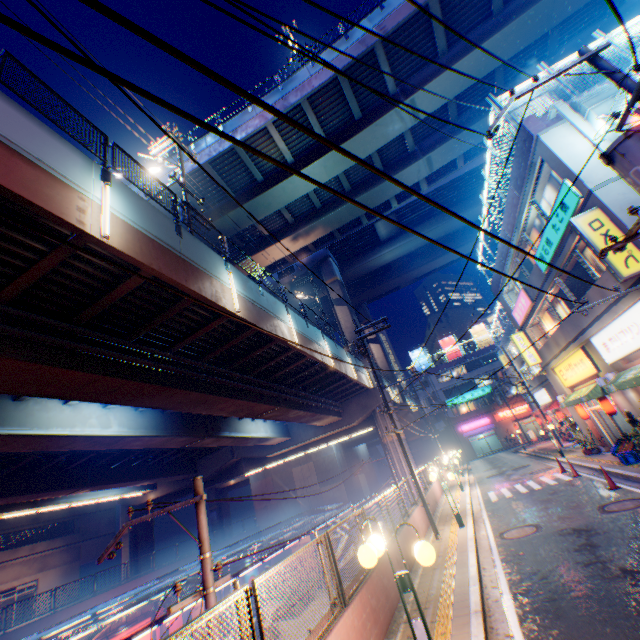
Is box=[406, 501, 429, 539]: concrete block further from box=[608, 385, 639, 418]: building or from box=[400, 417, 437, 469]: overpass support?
box=[608, 385, 639, 418]: building

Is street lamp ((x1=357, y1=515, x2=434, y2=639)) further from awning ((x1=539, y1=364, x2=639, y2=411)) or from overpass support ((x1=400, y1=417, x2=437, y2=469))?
awning ((x1=539, y1=364, x2=639, y2=411))

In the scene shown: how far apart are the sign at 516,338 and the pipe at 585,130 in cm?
1504

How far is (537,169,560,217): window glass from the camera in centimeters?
1297cm

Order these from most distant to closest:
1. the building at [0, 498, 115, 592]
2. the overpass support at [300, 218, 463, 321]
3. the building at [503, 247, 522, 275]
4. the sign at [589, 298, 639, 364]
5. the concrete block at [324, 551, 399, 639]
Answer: the overpass support at [300, 218, 463, 321], the building at [0, 498, 115, 592], the building at [503, 247, 522, 275], the sign at [589, 298, 639, 364], the concrete block at [324, 551, 399, 639]

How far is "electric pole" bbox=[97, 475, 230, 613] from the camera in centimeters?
570cm

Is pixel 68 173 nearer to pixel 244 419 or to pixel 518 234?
pixel 518 234

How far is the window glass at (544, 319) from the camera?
19.1 meters
